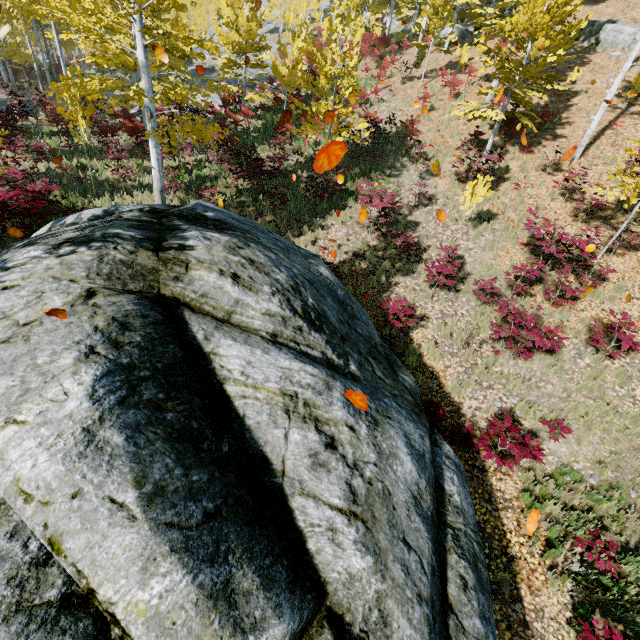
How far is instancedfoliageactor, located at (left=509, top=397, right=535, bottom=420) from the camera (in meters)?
6.98

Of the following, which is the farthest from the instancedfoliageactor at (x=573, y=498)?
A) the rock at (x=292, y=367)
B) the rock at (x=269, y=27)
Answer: the rock at (x=292, y=367)

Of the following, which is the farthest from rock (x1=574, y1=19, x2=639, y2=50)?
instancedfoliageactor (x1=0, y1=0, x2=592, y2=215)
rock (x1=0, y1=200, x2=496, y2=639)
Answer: rock (x1=0, y1=200, x2=496, y2=639)

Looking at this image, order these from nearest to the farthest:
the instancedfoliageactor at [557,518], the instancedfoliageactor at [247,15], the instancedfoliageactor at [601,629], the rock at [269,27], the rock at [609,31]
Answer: the instancedfoliageactor at [601,629] → the instancedfoliageactor at [557,518] → the instancedfoliageactor at [247,15] → the rock at [609,31] → the rock at [269,27]

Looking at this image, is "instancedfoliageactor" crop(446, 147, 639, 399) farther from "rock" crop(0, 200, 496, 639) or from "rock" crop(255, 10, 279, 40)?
"rock" crop(0, 200, 496, 639)

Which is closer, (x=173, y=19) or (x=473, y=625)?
(x=473, y=625)
